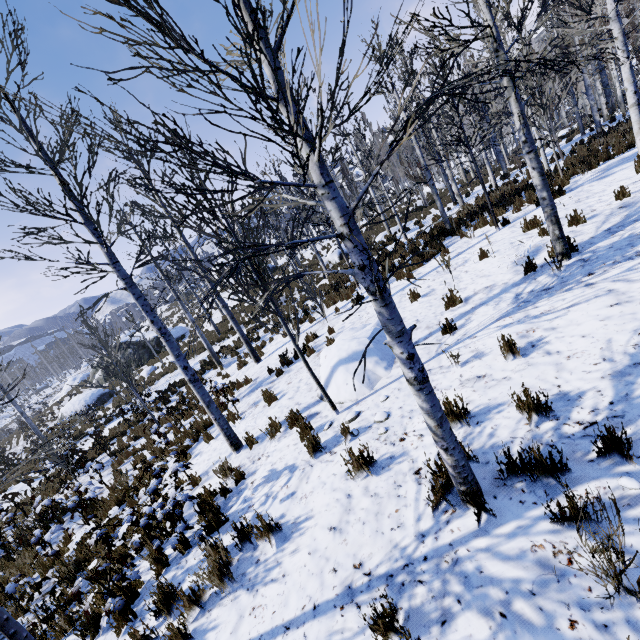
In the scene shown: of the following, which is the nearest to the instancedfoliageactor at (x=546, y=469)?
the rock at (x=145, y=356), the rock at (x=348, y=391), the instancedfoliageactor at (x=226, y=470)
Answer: the rock at (x=348, y=391)

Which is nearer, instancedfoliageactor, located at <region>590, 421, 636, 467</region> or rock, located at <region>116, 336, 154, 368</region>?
instancedfoliageactor, located at <region>590, 421, 636, 467</region>

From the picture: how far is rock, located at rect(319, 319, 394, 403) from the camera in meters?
5.8 m

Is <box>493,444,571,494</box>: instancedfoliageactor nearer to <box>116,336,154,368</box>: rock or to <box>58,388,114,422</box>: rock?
<box>58,388,114,422</box>: rock

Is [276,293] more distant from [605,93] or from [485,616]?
[605,93]

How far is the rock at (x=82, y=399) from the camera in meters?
23.2

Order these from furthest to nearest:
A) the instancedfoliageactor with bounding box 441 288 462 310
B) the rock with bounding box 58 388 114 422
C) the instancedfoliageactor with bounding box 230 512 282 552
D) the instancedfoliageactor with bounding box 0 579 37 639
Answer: the rock with bounding box 58 388 114 422
the instancedfoliageactor with bounding box 441 288 462 310
the instancedfoliageactor with bounding box 230 512 282 552
the instancedfoliageactor with bounding box 0 579 37 639

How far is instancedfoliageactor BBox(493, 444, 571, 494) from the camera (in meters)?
2.51
